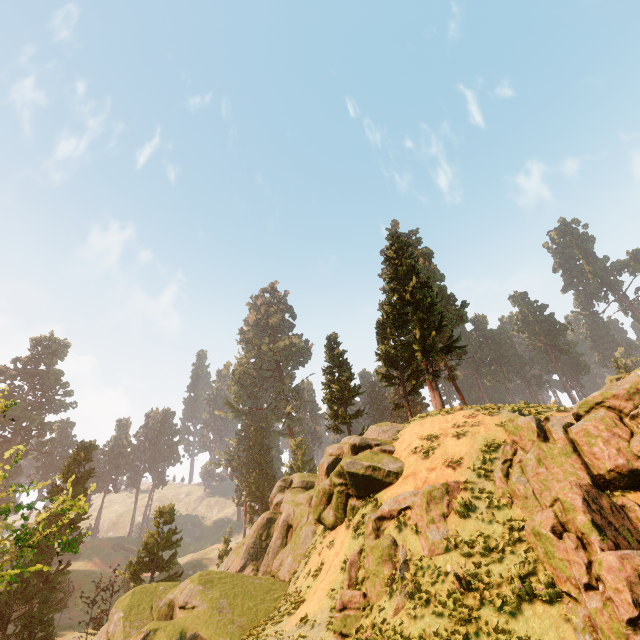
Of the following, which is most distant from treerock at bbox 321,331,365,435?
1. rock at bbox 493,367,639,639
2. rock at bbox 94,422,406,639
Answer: rock at bbox 493,367,639,639

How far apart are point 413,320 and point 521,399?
24.6 meters

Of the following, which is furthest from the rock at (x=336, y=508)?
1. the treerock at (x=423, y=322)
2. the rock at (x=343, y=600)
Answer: the treerock at (x=423, y=322)

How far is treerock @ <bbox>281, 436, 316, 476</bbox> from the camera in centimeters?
5319cm

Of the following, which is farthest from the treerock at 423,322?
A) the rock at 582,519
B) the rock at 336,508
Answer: the rock at 582,519

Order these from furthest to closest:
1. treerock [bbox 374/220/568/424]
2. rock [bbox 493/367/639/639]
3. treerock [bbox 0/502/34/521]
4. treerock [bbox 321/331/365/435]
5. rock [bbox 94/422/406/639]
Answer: treerock [bbox 321/331/365/435]
treerock [bbox 374/220/568/424]
rock [bbox 94/422/406/639]
treerock [bbox 0/502/34/521]
rock [bbox 493/367/639/639]

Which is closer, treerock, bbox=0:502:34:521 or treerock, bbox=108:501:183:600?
treerock, bbox=0:502:34:521
